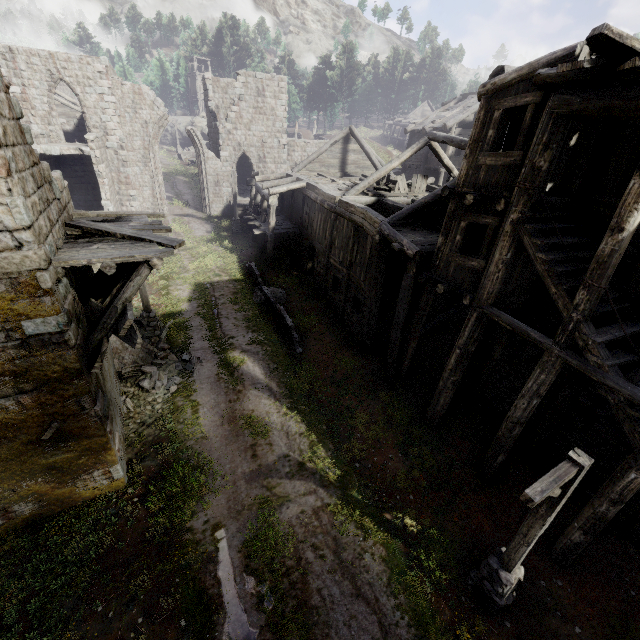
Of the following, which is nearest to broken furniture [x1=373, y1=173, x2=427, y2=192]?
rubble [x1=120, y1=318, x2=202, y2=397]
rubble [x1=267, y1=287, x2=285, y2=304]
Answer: rubble [x1=267, y1=287, x2=285, y2=304]

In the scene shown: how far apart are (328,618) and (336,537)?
1.6m

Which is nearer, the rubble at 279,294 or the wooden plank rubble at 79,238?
the wooden plank rubble at 79,238

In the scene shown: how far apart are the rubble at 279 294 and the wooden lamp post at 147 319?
4.9 meters

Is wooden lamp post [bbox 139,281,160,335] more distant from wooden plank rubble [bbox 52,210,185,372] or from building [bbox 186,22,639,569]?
building [bbox 186,22,639,569]

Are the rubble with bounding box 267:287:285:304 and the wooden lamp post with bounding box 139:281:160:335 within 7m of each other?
yes

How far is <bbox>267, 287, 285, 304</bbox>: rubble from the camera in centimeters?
1834cm

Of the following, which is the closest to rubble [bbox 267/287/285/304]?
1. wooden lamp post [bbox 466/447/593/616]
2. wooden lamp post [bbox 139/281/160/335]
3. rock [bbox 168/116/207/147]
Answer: wooden lamp post [bbox 139/281/160/335]
